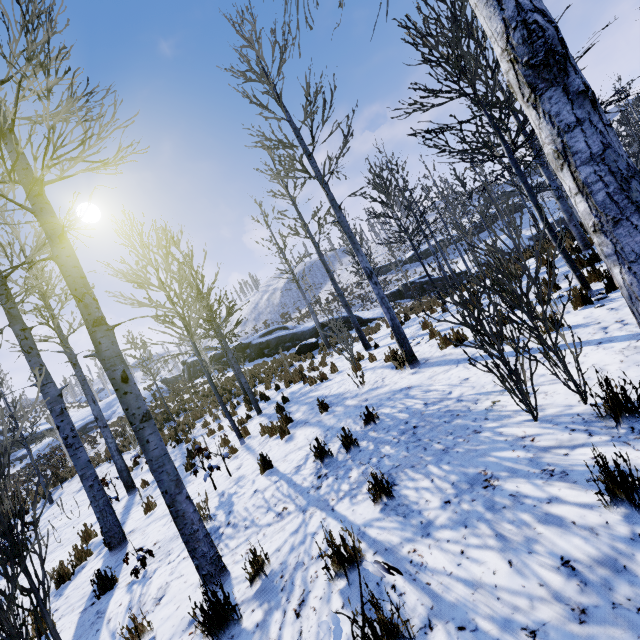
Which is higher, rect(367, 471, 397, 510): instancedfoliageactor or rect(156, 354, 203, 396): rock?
rect(156, 354, 203, 396): rock

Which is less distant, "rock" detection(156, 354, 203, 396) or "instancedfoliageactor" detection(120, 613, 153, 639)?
"instancedfoliageactor" detection(120, 613, 153, 639)

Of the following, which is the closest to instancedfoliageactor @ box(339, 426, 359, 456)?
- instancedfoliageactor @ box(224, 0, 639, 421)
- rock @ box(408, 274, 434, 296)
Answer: instancedfoliageactor @ box(224, 0, 639, 421)

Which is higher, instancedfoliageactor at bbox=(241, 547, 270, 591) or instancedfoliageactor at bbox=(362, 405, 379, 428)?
instancedfoliageactor at bbox=(362, 405, 379, 428)

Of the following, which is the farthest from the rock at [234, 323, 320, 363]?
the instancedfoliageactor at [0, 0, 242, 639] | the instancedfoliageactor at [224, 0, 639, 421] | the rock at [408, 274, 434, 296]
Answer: the instancedfoliageactor at [0, 0, 242, 639]

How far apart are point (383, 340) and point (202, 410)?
11.1 meters

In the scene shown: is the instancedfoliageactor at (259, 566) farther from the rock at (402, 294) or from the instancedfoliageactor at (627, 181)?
the rock at (402, 294)

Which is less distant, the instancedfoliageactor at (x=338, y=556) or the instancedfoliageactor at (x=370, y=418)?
the instancedfoliageactor at (x=338, y=556)
